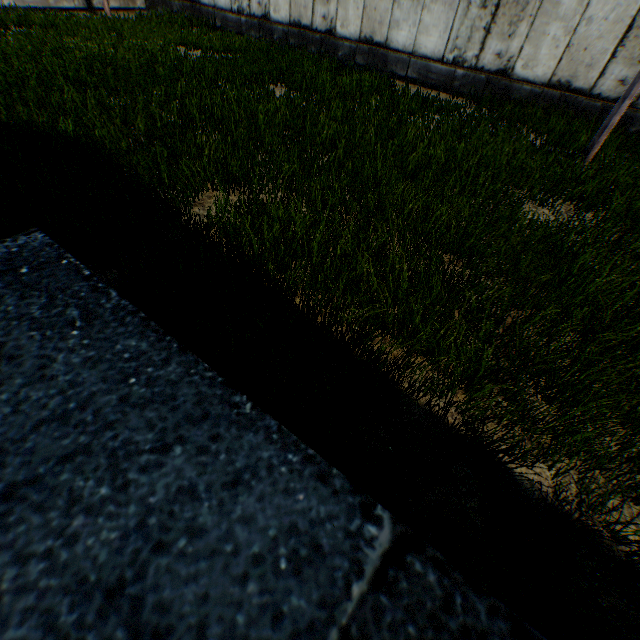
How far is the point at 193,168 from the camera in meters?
5.1
